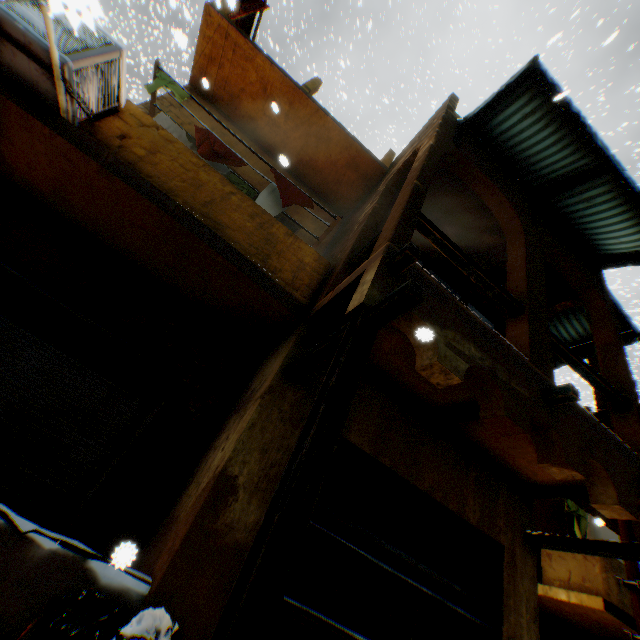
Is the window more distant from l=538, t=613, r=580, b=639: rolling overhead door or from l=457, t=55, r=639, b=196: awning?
l=538, t=613, r=580, b=639: rolling overhead door

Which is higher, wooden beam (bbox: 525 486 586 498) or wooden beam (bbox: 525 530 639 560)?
wooden beam (bbox: 525 486 586 498)

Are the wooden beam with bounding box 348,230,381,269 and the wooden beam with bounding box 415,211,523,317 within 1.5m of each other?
yes

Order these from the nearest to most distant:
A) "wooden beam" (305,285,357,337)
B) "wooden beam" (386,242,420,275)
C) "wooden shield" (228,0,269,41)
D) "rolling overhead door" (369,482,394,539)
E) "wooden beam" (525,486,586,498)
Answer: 1. "wooden beam" (386,242,420,275)
2. "wooden beam" (305,285,357,337)
3. "rolling overhead door" (369,482,394,539)
4. "wooden beam" (525,486,586,498)
5. "wooden shield" (228,0,269,41)

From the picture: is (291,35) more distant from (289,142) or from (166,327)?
(166,327)

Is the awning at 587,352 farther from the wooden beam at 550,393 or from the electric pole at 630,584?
the wooden beam at 550,393

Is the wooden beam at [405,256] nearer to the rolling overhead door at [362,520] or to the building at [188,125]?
the building at [188,125]

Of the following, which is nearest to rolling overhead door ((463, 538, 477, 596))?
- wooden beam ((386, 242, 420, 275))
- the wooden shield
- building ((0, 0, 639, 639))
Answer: building ((0, 0, 639, 639))
